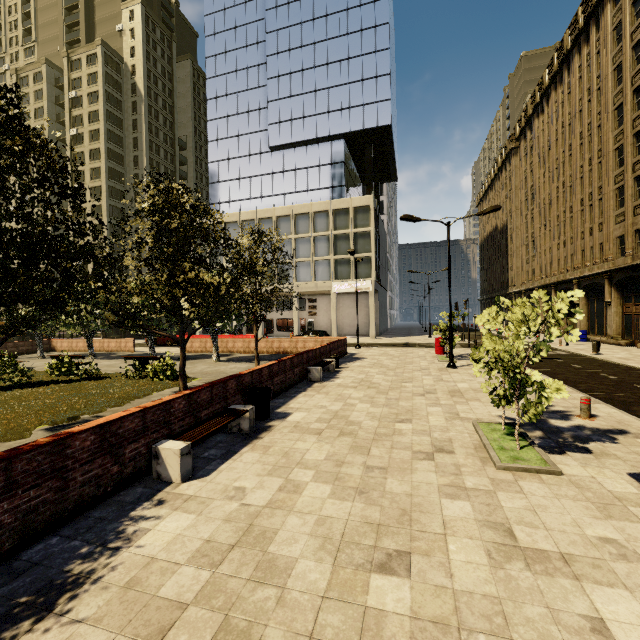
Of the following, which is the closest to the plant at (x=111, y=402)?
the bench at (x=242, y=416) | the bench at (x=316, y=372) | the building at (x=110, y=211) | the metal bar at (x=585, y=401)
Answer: the bench at (x=242, y=416)

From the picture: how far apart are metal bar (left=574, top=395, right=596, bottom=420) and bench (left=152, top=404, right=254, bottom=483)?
8.3 meters

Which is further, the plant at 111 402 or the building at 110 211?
the building at 110 211

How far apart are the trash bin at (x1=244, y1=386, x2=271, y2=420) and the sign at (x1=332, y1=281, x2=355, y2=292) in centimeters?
3018cm

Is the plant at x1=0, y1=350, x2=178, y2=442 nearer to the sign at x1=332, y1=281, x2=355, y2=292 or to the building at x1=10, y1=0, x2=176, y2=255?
the building at x1=10, y1=0, x2=176, y2=255

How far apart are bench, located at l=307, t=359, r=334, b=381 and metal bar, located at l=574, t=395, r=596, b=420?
8.5m

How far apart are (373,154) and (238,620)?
50.2 meters

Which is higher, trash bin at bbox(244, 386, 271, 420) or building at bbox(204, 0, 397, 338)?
building at bbox(204, 0, 397, 338)
